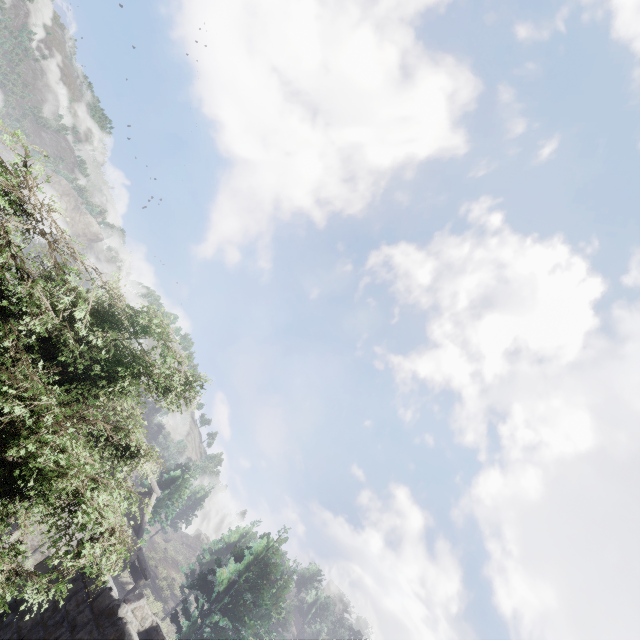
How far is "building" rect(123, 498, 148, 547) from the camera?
21.1m

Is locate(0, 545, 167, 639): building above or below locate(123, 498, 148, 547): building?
below

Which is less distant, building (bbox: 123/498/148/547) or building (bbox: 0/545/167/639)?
building (bbox: 0/545/167/639)

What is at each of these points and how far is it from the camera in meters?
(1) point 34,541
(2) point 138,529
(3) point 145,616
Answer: (1) building, 17.5 m
(2) building, 22.9 m
(3) building, 11.3 m

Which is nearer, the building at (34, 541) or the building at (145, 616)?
the building at (145, 616)

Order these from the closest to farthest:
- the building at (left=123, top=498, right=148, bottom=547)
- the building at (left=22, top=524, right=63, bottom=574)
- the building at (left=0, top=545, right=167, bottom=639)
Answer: the building at (left=0, top=545, right=167, bottom=639), the building at (left=22, top=524, right=63, bottom=574), the building at (left=123, top=498, right=148, bottom=547)

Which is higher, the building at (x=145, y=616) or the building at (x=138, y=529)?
the building at (x=138, y=529)
